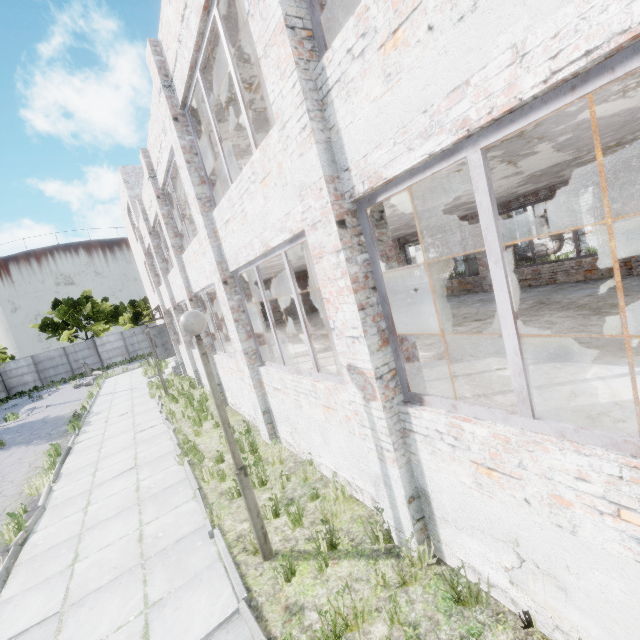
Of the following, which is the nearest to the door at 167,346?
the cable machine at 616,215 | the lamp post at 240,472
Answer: the lamp post at 240,472

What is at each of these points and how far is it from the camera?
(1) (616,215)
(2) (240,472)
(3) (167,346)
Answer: (1) cable machine, 25.9m
(2) lamp post, 4.1m
(3) door, 20.0m

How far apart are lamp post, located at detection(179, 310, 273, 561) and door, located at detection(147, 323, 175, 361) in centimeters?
1763cm

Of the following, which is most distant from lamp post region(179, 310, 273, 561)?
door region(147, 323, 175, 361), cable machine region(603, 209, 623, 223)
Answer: cable machine region(603, 209, 623, 223)

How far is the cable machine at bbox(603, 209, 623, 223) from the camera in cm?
2566

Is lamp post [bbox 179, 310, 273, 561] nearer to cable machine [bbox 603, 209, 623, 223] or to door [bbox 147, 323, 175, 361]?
door [bbox 147, 323, 175, 361]

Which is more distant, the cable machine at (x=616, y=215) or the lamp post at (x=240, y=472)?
the cable machine at (x=616, y=215)
